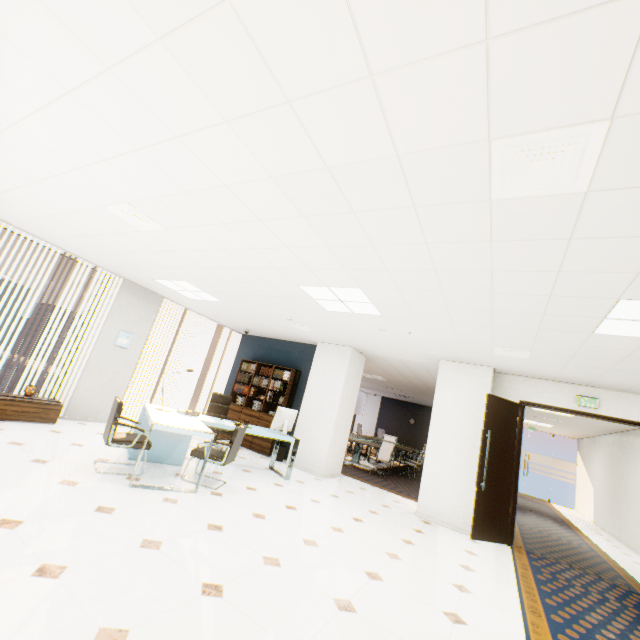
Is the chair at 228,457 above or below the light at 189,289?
below

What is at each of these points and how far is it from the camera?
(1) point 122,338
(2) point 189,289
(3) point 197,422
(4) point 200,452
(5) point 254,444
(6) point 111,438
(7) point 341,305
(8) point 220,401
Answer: (1) picture, 6.95m
(2) light, 6.43m
(3) desk, 4.94m
(4) chair, 4.58m
(5) book, 8.03m
(6) chair, 4.04m
(7) light, 4.99m
(8) chair, 7.31m

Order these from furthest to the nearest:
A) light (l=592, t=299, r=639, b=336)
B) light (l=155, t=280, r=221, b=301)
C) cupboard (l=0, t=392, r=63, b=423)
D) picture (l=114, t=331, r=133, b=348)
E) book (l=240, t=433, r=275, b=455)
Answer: book (l=240, t=433, r=275, b=455)
picture (l=114, t=331, r=133, b=348)
light (l=155, t=280, r=221, b=301)
cupboard (l=0, t=392, r=63, b=423)
light (l=592, t=299, r=639, b=336)

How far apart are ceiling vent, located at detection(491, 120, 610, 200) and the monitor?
5.2m

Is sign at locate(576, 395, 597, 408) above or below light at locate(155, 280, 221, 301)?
below

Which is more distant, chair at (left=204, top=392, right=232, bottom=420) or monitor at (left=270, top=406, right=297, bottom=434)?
chair at (left=204, top=392, right=232, bottom=420)

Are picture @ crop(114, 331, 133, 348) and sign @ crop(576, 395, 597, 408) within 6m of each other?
no

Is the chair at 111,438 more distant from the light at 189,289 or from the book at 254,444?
the book at 254,444
